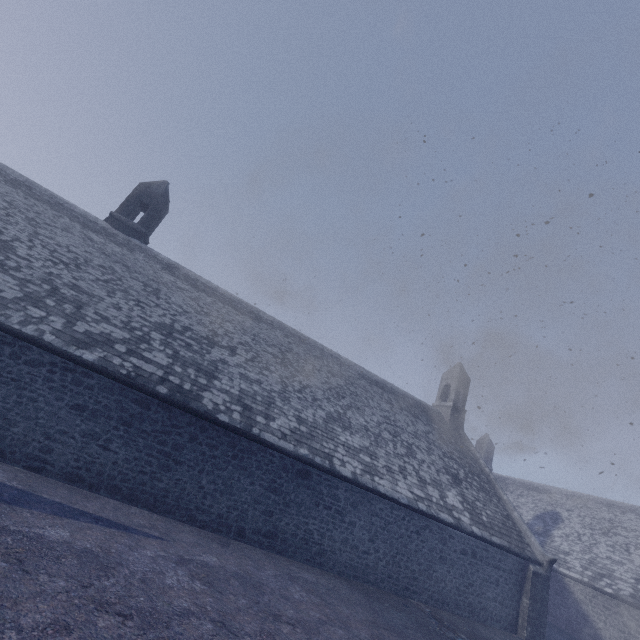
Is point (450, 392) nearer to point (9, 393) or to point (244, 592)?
point (244, 592)
